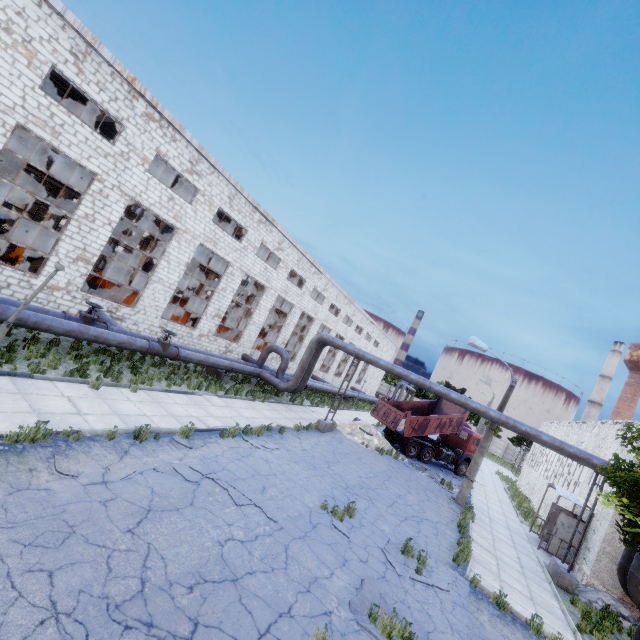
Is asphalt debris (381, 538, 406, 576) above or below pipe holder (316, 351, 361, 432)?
below

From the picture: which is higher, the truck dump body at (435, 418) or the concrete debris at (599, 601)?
the truck dump body at (435, 418)

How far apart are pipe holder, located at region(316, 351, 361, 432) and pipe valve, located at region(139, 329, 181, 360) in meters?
8.4 m

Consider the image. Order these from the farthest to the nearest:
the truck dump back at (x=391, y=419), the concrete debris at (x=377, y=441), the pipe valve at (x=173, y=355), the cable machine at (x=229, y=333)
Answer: the cable machine at (x=229, y=333)
the truck dump back at (x=391, y=419)
the concrete debris at (x=377, y=441)
the pipe valve at (x=173, y=355)

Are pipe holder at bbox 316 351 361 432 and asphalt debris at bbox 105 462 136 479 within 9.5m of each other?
no

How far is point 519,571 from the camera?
12.4 meters

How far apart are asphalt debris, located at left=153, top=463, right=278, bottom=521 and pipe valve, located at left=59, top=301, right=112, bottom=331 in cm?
776

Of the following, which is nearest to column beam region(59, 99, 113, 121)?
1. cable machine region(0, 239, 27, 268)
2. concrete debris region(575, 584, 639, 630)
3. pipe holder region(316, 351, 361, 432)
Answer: cable machine region(0, 239, 27, 268)
